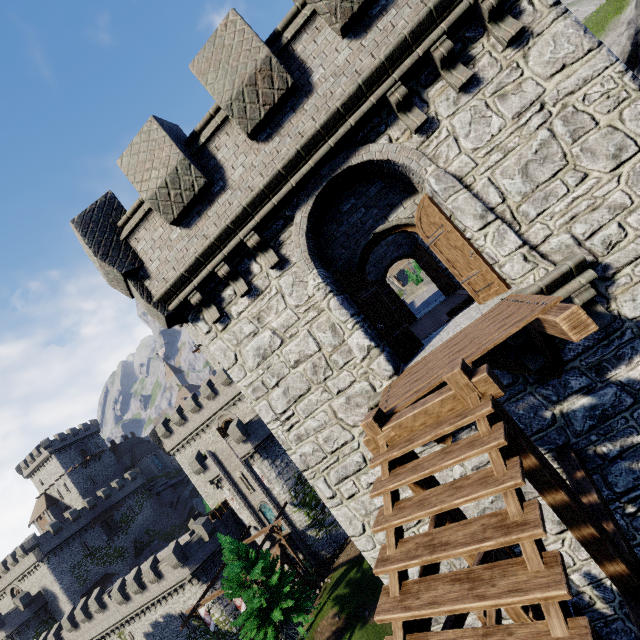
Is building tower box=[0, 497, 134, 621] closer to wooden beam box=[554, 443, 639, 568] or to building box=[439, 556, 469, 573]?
building box=[439, 556, 469, 573]

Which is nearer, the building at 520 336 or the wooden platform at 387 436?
the wooden platform at 387 436

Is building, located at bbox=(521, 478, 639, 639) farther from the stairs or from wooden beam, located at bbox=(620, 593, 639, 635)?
the stairs

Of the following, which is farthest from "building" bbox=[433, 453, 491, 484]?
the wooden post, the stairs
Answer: the wooden post

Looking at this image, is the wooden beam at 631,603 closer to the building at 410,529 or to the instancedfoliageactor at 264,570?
the building at 410,529

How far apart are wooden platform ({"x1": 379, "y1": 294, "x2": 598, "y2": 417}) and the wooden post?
2.4m

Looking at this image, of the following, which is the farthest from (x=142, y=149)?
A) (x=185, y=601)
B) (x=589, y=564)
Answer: (x=185, y=601)
